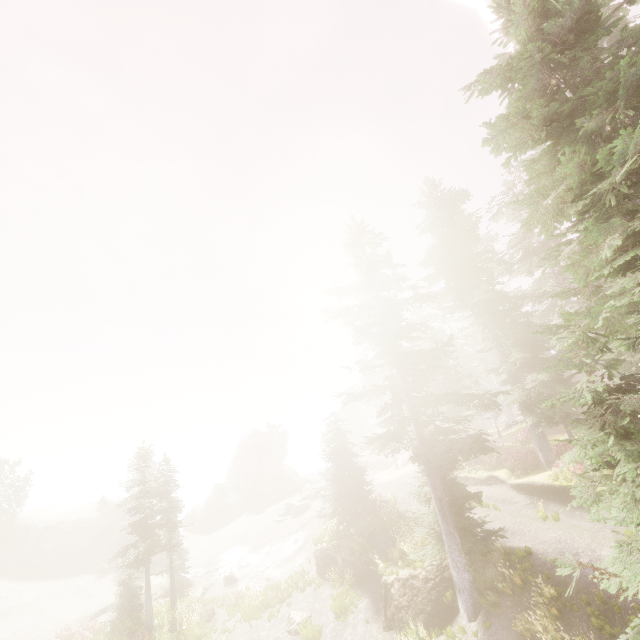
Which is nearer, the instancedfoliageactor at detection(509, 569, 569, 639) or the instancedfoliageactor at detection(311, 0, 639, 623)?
the instancedfoliageactor at detection(311, 0, 639, 623)

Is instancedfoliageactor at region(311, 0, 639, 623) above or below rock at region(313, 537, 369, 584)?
above

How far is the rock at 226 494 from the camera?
41.1m

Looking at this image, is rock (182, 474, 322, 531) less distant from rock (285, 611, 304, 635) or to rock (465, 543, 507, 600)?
rock (285, 611, 304, 635)

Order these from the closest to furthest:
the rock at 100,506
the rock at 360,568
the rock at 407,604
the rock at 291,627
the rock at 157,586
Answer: the rock at 407,604 → the rock at 291,627 → the rock at 360,568 → the rock at 157,586 → the rock at 100,506

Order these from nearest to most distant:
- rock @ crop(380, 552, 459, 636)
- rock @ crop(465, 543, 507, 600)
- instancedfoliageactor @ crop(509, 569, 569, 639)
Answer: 1. instancedfoliageactor @ crop(509, 569, 569, 639)
2. rock @ crop(465, 543, 507, 600)
3. rock @ crop(380, 552, 459, 636)

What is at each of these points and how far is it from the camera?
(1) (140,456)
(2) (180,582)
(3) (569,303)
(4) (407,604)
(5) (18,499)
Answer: (1) instancedfoliageactor, 24.05m
(2) rock, 28.28m
(3) instancedfoliageactor, 26.08m
(4) rock, 14.76m
(5) instancedfoliageactor, 37.47m

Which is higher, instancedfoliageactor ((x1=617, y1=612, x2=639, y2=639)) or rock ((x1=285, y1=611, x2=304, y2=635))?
instancedfoliageactor ((x1=617, y1=612, x2=639, y2=639))
